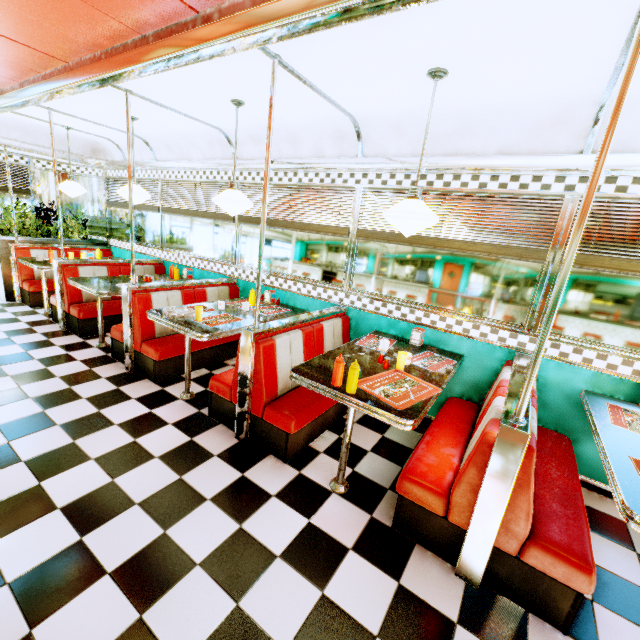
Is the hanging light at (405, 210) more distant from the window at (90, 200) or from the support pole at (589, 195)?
the window at (90, 200)

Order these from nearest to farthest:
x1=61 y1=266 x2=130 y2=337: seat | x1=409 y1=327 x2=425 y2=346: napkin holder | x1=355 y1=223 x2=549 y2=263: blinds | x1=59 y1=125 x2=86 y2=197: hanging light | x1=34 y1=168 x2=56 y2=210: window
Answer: x1=355 y1=223 x2=549 y2=263: blinds < x1=409 y1=327 x2=425 y2=346: napkin holder < x1=61 y1=266 x2=130 y2=337: seat < x1=59 y1=125 x2=86 y2=197: hanging light < x1=34 y1=168 x2=56 y2=210: window

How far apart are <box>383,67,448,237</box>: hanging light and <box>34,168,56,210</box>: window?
6.93m

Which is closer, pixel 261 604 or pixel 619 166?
pixel 261 604

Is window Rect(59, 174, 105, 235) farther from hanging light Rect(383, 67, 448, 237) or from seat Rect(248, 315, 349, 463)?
hanging light Rect(383, 67, 448, 237)

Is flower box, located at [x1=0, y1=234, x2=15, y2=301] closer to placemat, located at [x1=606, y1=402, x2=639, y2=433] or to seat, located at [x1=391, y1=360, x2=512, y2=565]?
seat, located at [x1=391, y1=360, x2=512, y2=565]

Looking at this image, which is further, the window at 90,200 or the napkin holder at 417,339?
the window at 90,200

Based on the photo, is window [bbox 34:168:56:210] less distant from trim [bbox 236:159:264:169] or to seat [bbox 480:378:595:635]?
trim [bbox 236:159:264:169]
